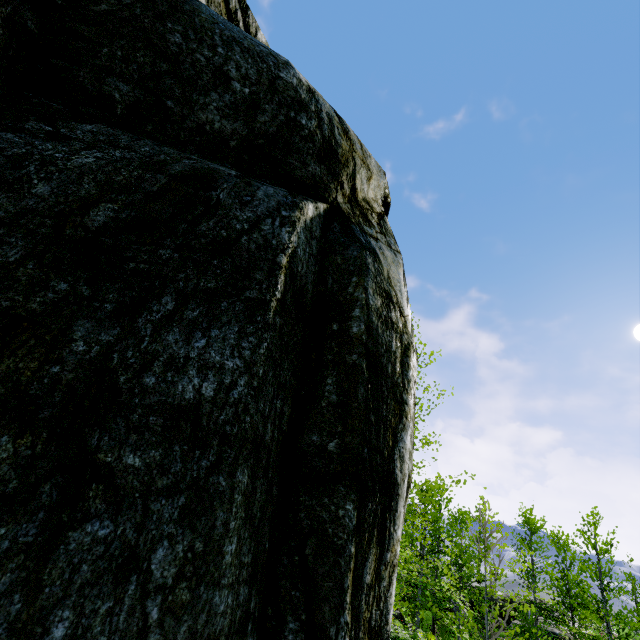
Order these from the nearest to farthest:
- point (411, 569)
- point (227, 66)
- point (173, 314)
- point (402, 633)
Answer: point (173, 314) < point (227, 66) < point (402, 633) < point (411, 569)
